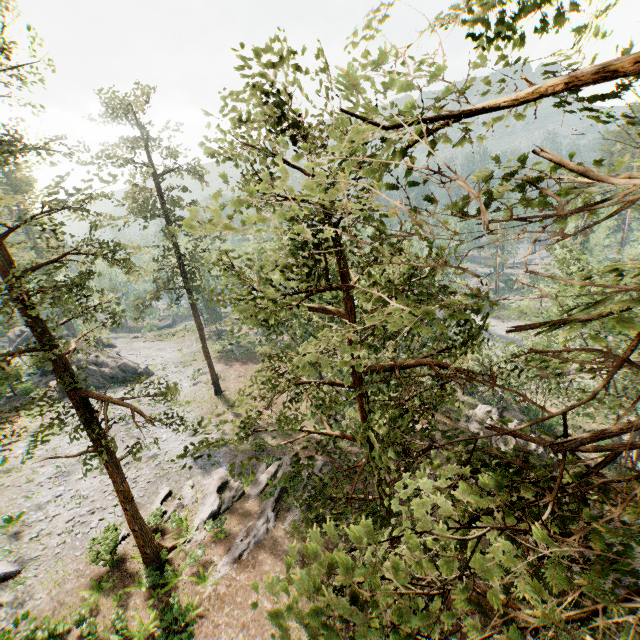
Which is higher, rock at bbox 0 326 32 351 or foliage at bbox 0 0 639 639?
foliage at bbox 0 0 639 639

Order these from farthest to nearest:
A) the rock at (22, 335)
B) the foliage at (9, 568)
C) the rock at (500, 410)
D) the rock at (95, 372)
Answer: the rock at (22, 335)
the rock at (95, 372)
the rock at (500, 410)
the foliage at (9, 568)

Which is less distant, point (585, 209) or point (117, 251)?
point (585, 209)

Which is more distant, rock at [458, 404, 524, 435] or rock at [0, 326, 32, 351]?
rock at [0, 326, 32, 351]

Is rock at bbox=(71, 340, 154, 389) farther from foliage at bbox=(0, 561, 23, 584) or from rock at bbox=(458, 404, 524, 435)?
rock at bbox=(458, 404, 524, 435)

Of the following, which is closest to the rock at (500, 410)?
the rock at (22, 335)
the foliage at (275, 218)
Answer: the foliage at (275, 218)

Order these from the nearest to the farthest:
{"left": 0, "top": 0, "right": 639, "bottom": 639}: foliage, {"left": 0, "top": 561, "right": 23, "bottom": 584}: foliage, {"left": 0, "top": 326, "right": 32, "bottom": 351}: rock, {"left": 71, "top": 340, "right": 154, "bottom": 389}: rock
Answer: {"left": 0, "top": 0, "right": 639, "bottom": 639}: foliage → {"left": 0, "top": 561, "right": 23, "bottom": 584}: foliage → {"left": 71, "top": 340, "right": 154, "bottom": 389}: rock → {"left": 0, "top": 326, "right": 32, "bottom": 351}: rock

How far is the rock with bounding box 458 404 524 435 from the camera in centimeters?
2910cm
